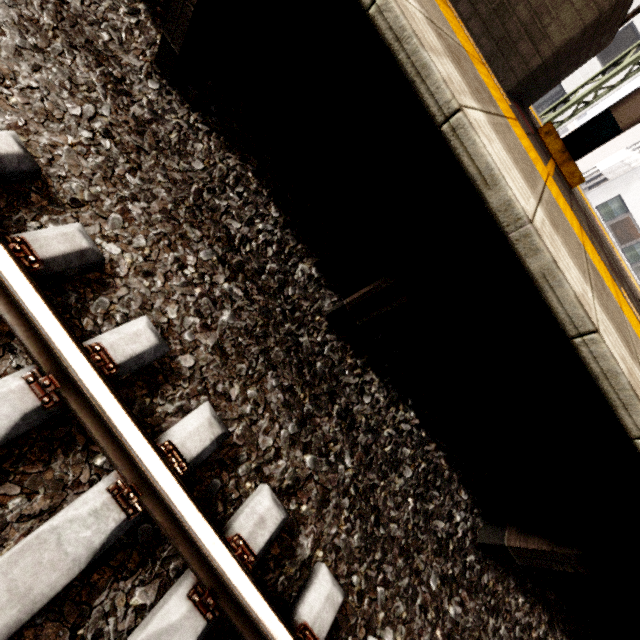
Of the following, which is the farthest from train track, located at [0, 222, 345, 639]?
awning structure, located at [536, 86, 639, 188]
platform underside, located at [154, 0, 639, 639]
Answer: awning structure, located at [536, 86, 639, 188]

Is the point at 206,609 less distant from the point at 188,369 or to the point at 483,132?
the point at 188,369

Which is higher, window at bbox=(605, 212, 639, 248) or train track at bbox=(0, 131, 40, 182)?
window at bbox=(605, 212, 639, 248)

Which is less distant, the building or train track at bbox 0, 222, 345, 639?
train track at bbox 0, 222, 345, 639

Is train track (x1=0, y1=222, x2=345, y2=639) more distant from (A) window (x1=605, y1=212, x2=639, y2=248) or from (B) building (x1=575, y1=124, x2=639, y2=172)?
(B) building (x1=575, y1=124, x2=639, y2=172)

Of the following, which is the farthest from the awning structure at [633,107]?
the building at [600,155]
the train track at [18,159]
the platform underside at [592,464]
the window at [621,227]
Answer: the building at [600,155]

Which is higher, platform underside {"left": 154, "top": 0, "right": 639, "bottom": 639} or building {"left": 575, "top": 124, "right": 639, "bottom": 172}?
building {"left": 575, "top": 124, "right": 639, "bottom": 172}

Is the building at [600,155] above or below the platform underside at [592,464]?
above
